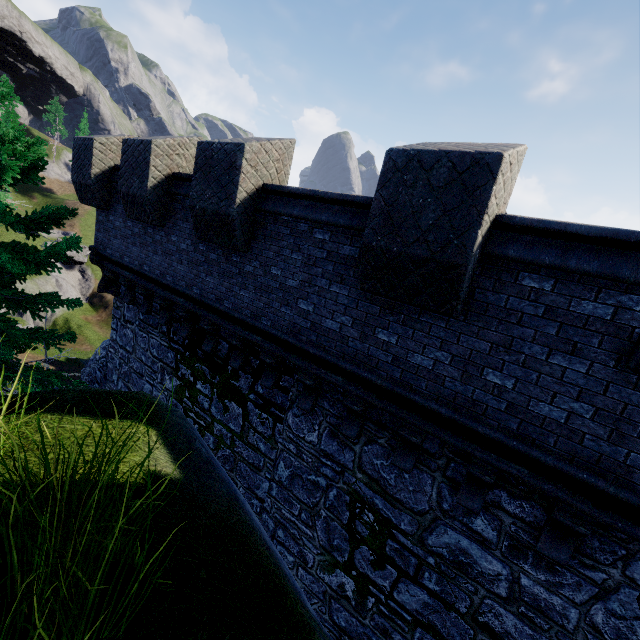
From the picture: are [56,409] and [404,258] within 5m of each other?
yes

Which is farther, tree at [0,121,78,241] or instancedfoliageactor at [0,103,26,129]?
instancedfoliageactor at [0,103,26,129]

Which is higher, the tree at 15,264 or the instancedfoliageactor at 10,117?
the instancedfoliageactor at 10,117

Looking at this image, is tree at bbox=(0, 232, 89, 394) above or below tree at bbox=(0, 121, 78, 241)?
below

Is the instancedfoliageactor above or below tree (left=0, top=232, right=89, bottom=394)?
above

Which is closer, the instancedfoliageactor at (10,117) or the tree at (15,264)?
→ the tree at (15,264)
